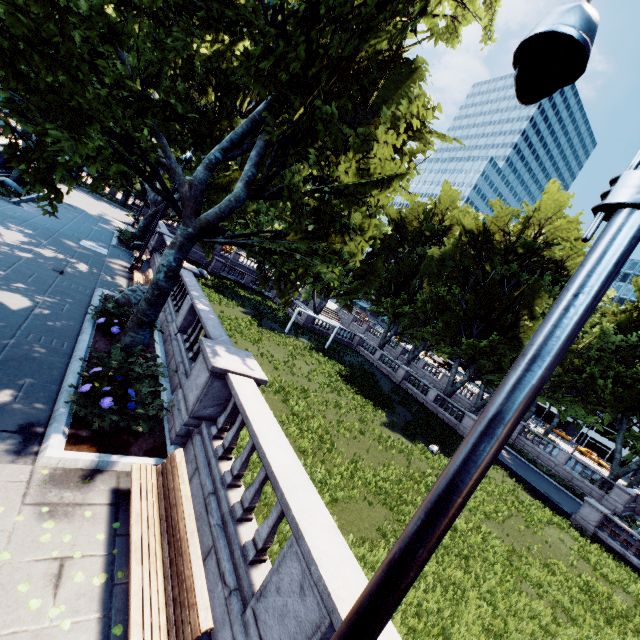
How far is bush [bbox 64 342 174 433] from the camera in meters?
6.6 m

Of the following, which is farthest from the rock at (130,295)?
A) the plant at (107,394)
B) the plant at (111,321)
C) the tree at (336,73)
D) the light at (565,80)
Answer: the light at (565,80)

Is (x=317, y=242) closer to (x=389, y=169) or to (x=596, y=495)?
(x=389, y=169)

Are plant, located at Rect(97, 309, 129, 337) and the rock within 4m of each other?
yes

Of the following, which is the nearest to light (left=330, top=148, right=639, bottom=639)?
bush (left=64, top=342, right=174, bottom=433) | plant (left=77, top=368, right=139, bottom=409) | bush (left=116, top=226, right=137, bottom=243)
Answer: bush (left=64, top=342, right=174, bottom=433)

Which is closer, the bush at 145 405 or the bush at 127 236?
the bush at 145 405

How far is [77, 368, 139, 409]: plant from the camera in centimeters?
681cm

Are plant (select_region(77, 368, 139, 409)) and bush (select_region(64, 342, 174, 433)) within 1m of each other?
yes
